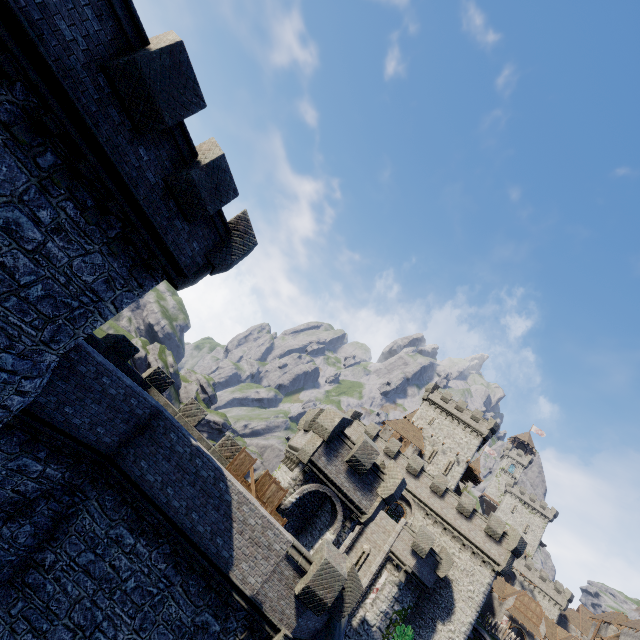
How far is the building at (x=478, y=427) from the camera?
47.1 meters

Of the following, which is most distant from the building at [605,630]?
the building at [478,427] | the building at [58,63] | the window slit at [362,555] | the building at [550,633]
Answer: the building at [58,63]

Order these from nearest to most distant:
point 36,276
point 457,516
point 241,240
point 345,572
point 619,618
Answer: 1. point 36,276
2. point 241,240
3. point 345,572
4. point 457,516
5. point 619,618

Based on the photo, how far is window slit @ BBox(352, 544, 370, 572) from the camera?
A: 28.66m

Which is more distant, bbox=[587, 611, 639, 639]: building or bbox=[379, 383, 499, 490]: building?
bbox=[587, 611, 639, 639]: building

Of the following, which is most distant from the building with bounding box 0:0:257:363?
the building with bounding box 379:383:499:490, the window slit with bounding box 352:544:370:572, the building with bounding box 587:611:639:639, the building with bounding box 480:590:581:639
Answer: the building with bounding box 587:611:639:639

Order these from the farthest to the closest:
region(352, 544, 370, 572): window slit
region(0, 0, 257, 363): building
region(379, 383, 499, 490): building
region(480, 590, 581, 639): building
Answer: region(480, 590, 581, 639): building → region(379, 383, 499, 490): building → region(352, 544, 370, 572): window slit → region(0, 0, 257, 363): building
